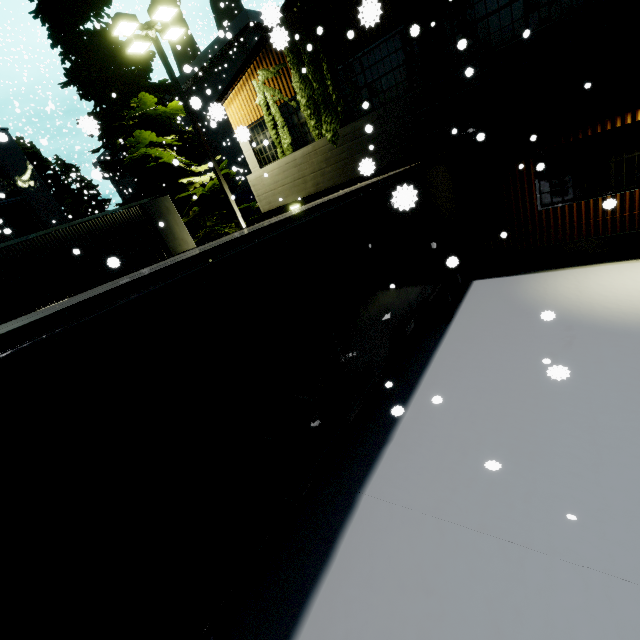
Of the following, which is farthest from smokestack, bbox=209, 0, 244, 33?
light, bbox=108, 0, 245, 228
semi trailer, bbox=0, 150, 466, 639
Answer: light, bbox=108, 0, 245, 228

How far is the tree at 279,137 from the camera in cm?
1046

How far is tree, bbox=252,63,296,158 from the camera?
10.5m

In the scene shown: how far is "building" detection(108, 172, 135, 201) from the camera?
42.3 meters

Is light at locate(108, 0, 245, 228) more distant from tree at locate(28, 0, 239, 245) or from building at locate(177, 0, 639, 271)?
building at locate(177, 0, 639, 271)

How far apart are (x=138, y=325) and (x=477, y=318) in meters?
7.8 m

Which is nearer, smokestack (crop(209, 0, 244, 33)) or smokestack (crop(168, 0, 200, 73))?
smokestack (crop(209, 0, 244, 33))

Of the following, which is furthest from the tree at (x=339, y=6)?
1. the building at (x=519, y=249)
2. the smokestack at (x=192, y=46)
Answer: the smokestack at (x=192, y=46)
